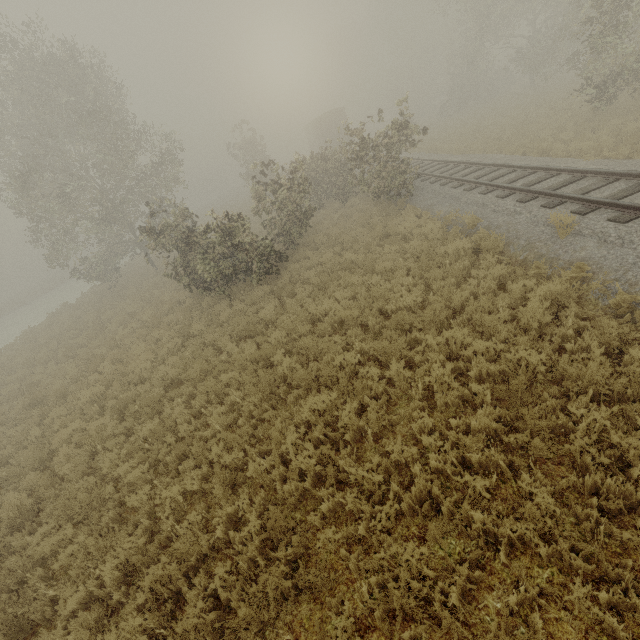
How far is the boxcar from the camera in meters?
35.9 m

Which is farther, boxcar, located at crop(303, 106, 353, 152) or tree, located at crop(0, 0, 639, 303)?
boxcar, located at crop(303, 106, 353, 152)

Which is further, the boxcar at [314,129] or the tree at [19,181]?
the boxcar at [314,129]

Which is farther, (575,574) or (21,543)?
(21,543)

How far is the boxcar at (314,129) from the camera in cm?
3594
